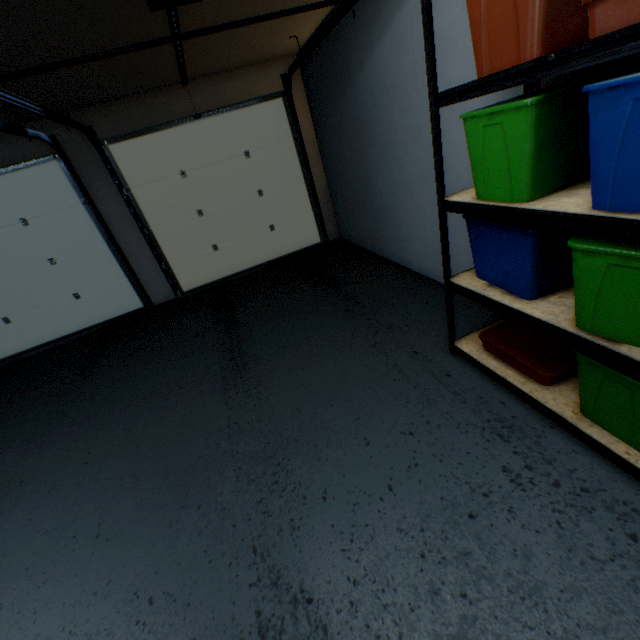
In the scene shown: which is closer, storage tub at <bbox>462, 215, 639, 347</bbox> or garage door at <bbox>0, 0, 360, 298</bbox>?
storage tub at <bbox>462, 215, 639, 347</bbox>

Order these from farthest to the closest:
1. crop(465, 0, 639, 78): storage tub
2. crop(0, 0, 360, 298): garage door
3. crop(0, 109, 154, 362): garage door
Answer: crop(0, 109, 154, 362): garage door
crop(0, 0, 360, 298): garage door
crop(465, 0, 639, 78): storage tub

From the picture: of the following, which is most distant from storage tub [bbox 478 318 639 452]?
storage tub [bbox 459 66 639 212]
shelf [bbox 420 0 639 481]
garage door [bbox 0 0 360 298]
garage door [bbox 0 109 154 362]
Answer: garage door [bbox 0 109 154 362]

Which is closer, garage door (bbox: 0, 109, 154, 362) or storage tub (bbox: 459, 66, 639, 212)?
storage tub (bbox: 459, 66, 639, 212)

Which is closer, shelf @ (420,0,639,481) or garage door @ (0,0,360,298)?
shelf @ (420,0,639,481)

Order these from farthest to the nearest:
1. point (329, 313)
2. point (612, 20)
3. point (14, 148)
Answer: point (14, 148) < point (329, 313) < point (612, 20)

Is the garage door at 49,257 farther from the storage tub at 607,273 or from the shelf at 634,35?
the storage tub at 607,273

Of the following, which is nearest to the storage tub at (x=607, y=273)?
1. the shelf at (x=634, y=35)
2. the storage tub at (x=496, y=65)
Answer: the shelf at (x=634, y=35)
